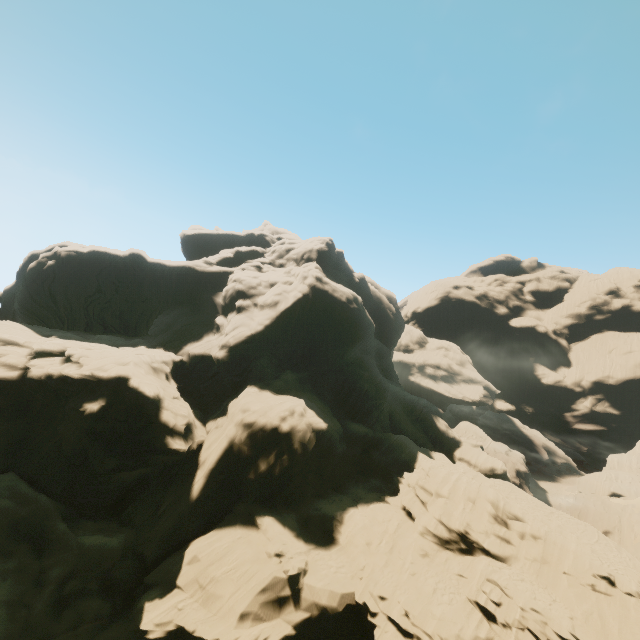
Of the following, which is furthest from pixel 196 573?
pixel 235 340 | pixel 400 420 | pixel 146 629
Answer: pixel 400 420
